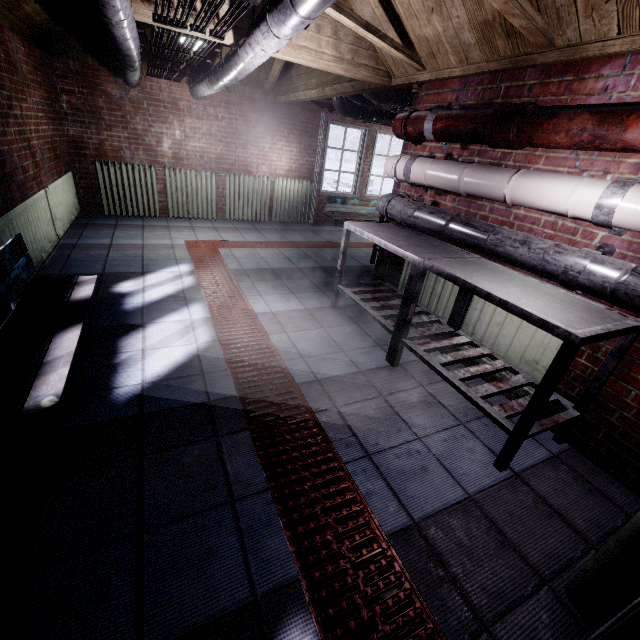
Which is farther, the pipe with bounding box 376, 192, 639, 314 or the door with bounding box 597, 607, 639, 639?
the pipe with bounding box 376, 192, 639, 314

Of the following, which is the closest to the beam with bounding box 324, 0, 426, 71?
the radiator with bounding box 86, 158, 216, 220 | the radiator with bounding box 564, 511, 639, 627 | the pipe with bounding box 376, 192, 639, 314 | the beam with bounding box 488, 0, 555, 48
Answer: the beam with bounding box 488, 0, 555, 48

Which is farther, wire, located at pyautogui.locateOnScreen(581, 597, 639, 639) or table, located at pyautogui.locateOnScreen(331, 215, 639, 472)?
table, located at pyautogui.locateOnScreen(331, 215, 639, 472)

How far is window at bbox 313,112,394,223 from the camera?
6.1m

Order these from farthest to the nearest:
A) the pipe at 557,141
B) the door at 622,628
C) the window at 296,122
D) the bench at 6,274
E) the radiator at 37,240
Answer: the window at 296,122 → the radiator at 37,240 → the bench at 6,274 → the pipe at 557,141 → the door at 622,628

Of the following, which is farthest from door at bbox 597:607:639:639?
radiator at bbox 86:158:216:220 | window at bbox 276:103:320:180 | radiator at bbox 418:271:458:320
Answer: window at bbox 276:103:320:180

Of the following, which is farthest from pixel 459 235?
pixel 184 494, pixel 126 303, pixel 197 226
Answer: pixel 197 226

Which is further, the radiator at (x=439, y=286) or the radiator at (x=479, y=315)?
the radiator at (x=439, y=286)
